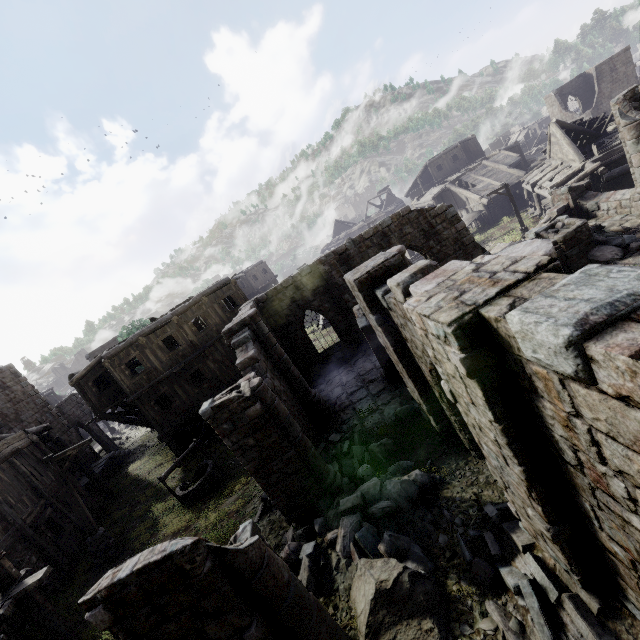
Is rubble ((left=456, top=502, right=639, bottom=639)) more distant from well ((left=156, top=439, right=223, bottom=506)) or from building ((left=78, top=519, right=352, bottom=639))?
well ((left=156, top=439, right=223, bottom=506))

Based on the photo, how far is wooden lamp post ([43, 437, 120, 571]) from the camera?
12.06m

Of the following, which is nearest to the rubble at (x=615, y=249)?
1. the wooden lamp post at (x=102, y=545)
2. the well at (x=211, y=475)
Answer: the well at (x=211, y=475)

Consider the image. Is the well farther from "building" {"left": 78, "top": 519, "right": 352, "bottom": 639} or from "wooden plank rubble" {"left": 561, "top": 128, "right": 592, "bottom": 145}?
"wooden plank rubble" {"left": 561, "top": 128, "right": 592, "bottom": 145}

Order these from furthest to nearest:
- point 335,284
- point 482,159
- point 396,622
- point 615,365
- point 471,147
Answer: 1. point 471,147
2. point 482,159
3. point 335,284
4. point 396,622
5. point 615,365

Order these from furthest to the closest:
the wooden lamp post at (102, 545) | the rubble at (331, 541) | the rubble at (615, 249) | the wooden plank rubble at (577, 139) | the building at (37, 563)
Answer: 1. the wooden plank rubble at (577, 139)
2. the rubble at (615, 249)
3. the wooden lamp post at (102, 545)
4. the rubble at (331, 541)
5. the building at (37, 563)

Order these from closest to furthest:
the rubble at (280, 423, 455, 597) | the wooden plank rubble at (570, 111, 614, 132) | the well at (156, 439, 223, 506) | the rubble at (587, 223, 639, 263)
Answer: the rubble at (280, 423, 455, 597) → the rubble at (587, 223, 639, 263) → the well at (156, 439, 223, 506) → the wooden plank rubble at (570, 111, 614, 132)

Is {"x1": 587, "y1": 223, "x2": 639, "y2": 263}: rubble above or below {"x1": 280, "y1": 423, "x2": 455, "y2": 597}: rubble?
below
